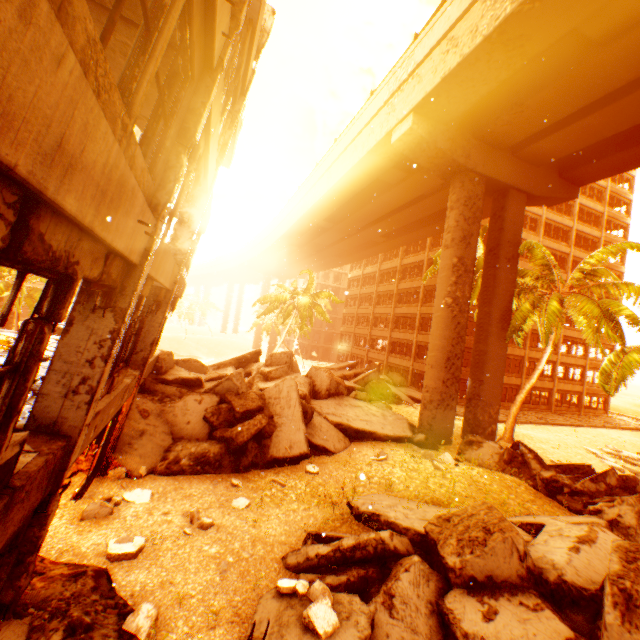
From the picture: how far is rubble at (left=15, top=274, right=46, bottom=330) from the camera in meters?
25.1 m

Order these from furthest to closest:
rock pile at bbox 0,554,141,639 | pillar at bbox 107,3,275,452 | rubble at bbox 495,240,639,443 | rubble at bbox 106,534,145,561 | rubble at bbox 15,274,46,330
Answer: rubble at bbox 15,274,46,330
rubble at bbox 495,240,639,443
pillar at bbox 107,3,275,452
rubble at bbox 106,534,145,561
rock pile at bbox 0,554,141,639

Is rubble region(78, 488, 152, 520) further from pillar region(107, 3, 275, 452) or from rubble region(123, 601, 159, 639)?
pillar region(107, 3, 275, 452)

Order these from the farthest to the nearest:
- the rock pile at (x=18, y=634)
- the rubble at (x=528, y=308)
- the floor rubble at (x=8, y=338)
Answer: the rubble at (x=528, y=308), the floor rubble at (x=8, y=338), the rock pile at (x=18, y=634)

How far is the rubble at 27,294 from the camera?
25.1m

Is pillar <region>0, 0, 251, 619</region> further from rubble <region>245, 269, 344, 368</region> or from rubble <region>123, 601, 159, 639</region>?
rubble <region>245, 269, 344, 368</region>

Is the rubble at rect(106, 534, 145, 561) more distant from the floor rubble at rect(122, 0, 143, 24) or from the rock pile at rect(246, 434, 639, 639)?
the floor rubble at rect(122, 0, 143, 24)

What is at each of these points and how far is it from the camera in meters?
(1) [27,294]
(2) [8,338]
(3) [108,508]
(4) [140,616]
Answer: (1) rubble, 26.8 m
(2) floor rubble, 7.9 m
(3) rubble, 6.8 m
(4) rubble, 4.4 m
